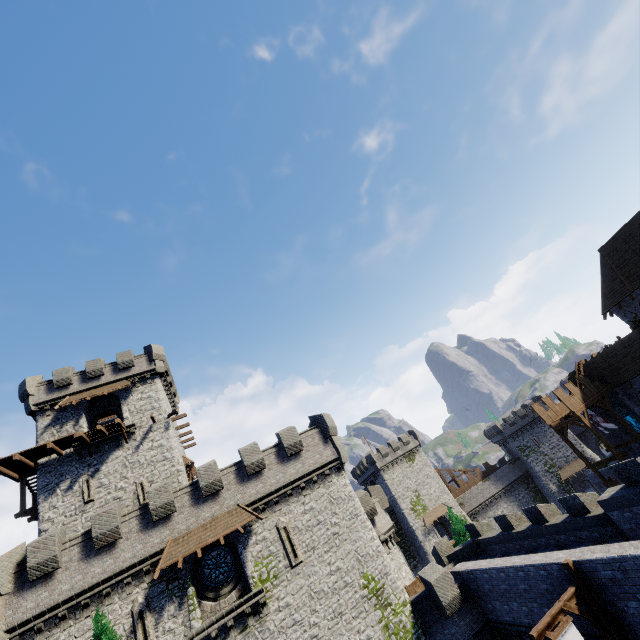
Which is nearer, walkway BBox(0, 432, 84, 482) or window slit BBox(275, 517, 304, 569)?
window slit BBox(275, 517, 304, 569)

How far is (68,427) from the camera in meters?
27.4

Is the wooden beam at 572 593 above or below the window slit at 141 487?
below

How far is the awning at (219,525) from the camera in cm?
1819

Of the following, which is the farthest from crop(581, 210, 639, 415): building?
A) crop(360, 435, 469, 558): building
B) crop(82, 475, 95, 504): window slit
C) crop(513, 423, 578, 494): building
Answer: crop(82, 475, 95, 504): window slit

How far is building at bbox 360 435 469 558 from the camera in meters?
51.9 m

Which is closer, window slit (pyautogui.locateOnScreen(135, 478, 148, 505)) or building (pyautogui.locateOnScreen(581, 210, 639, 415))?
window slit (pyautogui.locateOnScreen(135, 478, 148, 505))

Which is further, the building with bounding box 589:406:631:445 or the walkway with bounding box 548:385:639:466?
the building with bounding box 589:406:631:445
